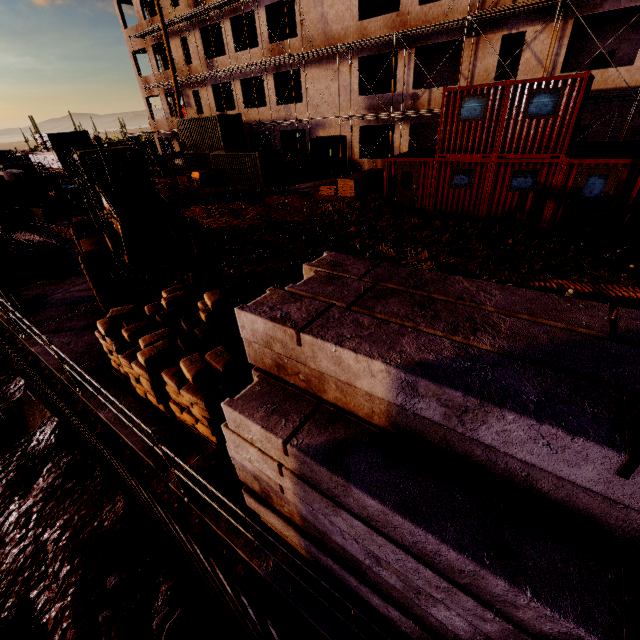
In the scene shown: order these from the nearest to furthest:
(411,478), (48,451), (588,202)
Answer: (411,478) < (588,202) < (48,451)

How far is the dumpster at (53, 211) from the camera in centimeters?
2108cm

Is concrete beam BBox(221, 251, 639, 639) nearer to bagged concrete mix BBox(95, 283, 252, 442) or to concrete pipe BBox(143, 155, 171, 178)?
bagged concrete mix BBox(95, 283, 252, 442)

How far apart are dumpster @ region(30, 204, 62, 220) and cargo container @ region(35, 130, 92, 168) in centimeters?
4277cm

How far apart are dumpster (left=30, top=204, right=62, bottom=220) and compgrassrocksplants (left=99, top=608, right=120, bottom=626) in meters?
22.9

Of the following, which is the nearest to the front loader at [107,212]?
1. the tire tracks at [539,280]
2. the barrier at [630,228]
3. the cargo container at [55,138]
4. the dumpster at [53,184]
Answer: the tire tracks at [539,280]

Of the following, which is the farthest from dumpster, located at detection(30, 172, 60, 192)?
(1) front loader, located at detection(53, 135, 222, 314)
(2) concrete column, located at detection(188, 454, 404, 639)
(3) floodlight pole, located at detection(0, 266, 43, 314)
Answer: (2) concrete column, located at detection(188, 454, 404, 639)

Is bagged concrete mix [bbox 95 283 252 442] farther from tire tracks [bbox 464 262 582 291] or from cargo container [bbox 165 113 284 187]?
cargo container [bbox 165 113 284 187]
